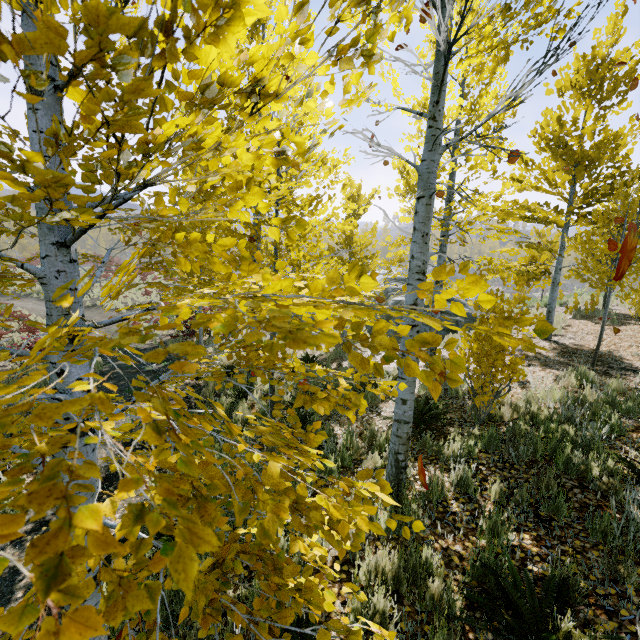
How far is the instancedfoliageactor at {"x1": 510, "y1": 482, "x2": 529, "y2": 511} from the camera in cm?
362

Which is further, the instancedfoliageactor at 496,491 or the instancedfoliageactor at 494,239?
the instancedfoliageactor at 494,239

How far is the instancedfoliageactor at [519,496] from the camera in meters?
3.6 m

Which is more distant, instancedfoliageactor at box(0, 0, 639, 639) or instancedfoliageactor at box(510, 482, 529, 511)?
instancedfoliageactor at box(510, 482, 529, 511)

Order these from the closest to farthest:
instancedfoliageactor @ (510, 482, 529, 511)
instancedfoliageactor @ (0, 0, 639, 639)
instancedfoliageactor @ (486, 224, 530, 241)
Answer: instancedfoliageactor @ (0, 0, 639, 639) → instancedfoliageactor @ (510, 482, 529, 511) → instancedfoliageactor @ (486, 224, 530, 241)

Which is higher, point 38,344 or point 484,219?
point 484,219
